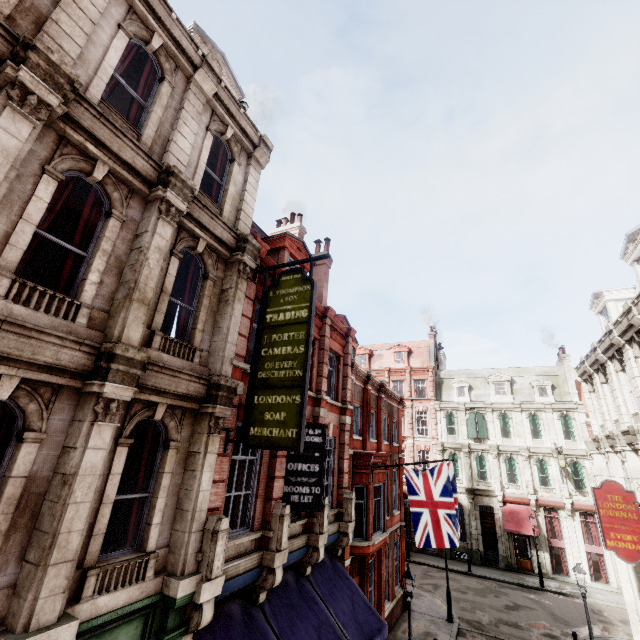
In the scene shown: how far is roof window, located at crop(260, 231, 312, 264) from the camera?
13.0 meters

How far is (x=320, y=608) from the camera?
9.49m

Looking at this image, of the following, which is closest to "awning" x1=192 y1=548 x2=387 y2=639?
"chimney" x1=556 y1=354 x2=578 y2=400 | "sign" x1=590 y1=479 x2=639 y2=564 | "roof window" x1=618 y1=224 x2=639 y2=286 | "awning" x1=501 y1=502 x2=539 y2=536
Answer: "sign" x1=590 y1=479 x2=639 y2=564

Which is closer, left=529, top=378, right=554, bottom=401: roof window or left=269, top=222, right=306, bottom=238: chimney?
left=269, top=222, right=306, bottom=238: chimney

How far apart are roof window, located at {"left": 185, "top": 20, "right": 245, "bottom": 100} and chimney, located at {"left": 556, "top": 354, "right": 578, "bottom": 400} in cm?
3597

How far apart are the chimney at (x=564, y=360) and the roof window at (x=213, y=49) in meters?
36.0

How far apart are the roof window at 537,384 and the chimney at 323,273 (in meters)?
26.77

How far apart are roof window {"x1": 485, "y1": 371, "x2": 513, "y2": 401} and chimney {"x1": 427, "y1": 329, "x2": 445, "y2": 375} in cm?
551
